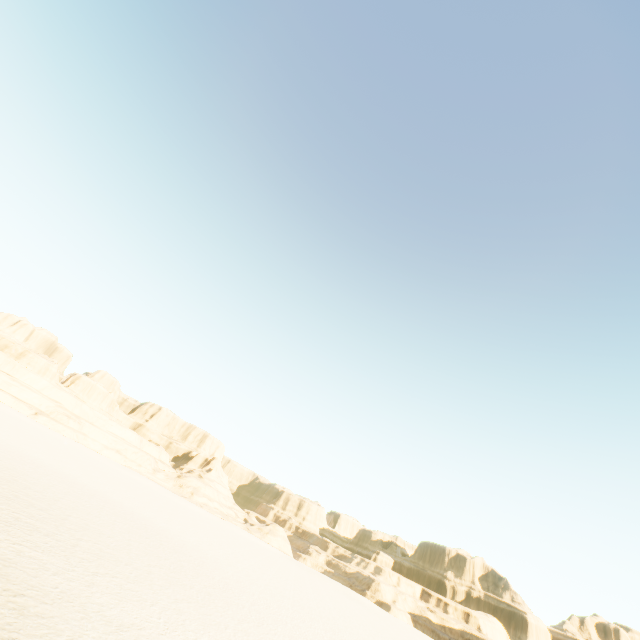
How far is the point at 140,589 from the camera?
12.6m
